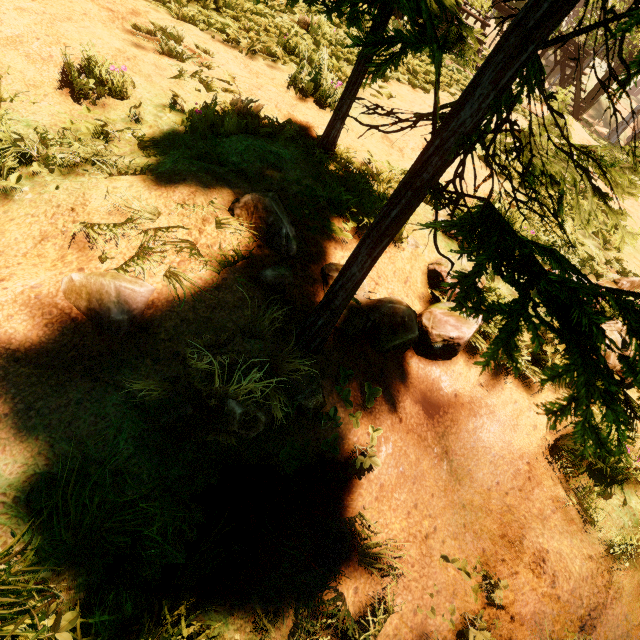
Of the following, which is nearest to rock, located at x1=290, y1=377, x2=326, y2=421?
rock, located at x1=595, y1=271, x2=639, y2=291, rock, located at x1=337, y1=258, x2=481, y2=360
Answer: rock, located at x1=337, y1=258, x2=481, y2=360

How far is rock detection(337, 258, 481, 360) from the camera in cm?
210

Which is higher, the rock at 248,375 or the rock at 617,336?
the rock at 617,336

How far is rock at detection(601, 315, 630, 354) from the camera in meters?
2.7

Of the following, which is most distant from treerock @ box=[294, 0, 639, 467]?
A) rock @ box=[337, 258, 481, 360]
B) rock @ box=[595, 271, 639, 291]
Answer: rock @ box=[595, 271, 639, 291]

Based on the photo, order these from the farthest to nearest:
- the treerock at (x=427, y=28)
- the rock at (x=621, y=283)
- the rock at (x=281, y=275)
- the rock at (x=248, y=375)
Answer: the rock at (x=621, y=283), the rock at (x=281, y=275), the rock at (x=248, y=375), the treerock at (x=427, y=28)

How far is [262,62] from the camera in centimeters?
404cm

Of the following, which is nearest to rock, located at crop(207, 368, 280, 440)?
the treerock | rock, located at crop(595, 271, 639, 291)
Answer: the treerock
